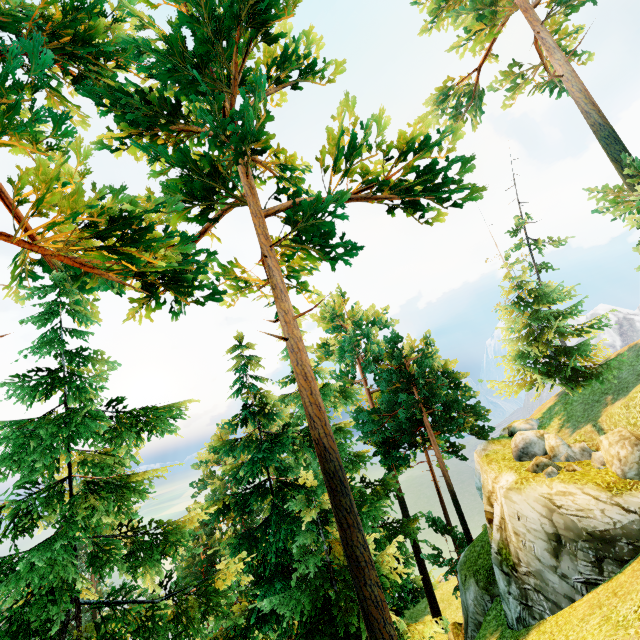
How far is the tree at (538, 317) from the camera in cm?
1825

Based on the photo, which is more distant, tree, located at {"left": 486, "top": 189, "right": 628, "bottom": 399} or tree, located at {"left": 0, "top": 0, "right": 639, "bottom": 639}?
tree, located at {"left": 486, "top": 189, "right": 628, "bottom": 399}

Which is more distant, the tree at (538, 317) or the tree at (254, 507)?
the tree at (538, 317)

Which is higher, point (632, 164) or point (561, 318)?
point (632, 164)

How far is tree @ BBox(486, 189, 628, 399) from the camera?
18.2m
